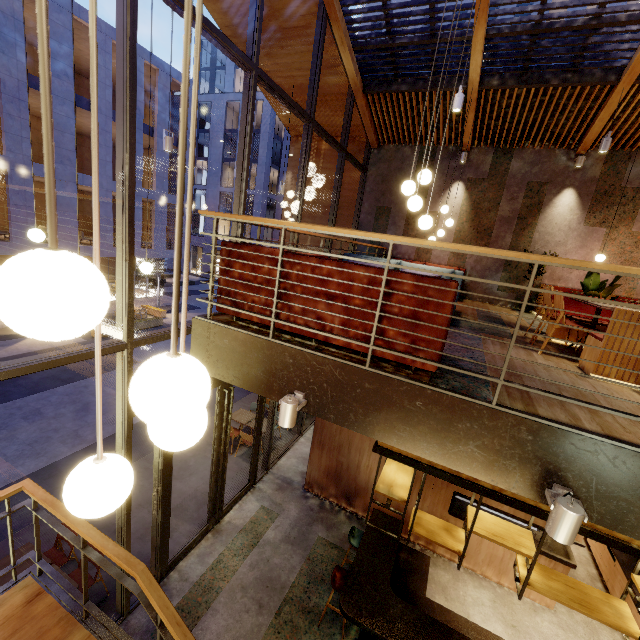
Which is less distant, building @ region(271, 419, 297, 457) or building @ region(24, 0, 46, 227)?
building @ region(271, 419, 297, 457)

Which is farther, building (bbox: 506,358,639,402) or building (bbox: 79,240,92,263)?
building (bbox: 79,240,92,263)

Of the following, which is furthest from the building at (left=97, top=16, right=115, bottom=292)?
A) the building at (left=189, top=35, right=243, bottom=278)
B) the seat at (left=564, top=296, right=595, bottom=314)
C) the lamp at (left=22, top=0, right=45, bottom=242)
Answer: the seat at (left=564, top=296, right=595, bottom=314)

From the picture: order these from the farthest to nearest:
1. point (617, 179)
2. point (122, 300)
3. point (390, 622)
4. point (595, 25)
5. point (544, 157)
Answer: point (544, 157), point (617, 179), point (595, 25), point (390, 622), point (122, 300)

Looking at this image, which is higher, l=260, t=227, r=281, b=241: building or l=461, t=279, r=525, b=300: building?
l=260, t=227, r=281, b=241: building

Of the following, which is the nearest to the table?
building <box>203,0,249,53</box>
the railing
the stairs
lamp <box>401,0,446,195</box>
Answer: building <box>203,0,249,53</box>

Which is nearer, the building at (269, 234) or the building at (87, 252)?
the building at (269, 234)

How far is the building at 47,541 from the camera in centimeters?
595cm
